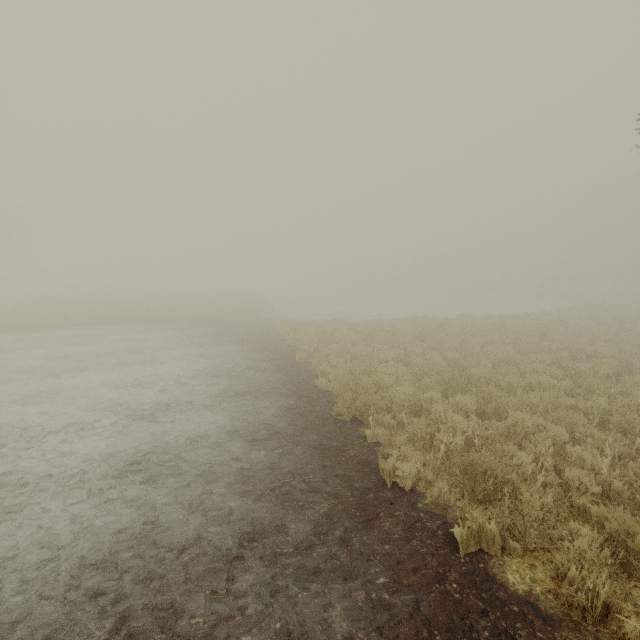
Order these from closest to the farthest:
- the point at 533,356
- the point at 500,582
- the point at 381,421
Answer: the point at 500,582, the point at 381,421, the point at 533,356
